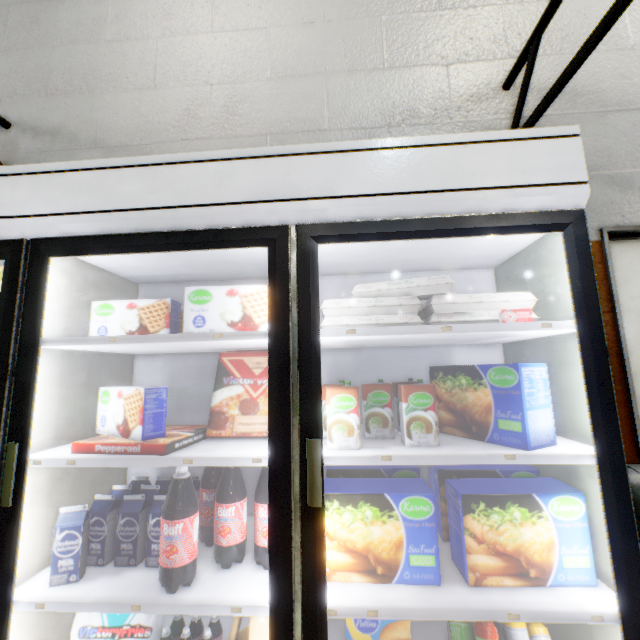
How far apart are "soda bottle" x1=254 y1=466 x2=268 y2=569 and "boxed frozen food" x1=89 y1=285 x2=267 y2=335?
0.5m

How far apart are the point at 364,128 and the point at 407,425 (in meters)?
2.01

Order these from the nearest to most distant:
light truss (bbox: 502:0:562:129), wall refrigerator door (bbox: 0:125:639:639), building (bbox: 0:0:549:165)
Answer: wall refrigerator door (bbox: 0:125:639:639)
light truss (bbox: 502:0:562:129)
building (bbox: 0:0:549:165)

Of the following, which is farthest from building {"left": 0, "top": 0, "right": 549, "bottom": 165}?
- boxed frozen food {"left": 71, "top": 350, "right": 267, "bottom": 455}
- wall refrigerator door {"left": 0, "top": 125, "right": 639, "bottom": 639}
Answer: boxed frozen food {"left": 71, "top": 350, "right": 267, "bottom": 455}

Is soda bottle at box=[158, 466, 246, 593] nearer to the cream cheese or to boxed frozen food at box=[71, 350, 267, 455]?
boxed frozen food at box=[71, 350, 267, 455]

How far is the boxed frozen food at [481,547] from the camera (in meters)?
1.08

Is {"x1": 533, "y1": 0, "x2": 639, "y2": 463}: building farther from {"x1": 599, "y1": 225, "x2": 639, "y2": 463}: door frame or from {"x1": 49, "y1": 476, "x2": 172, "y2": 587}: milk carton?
{"x1": 49, "y1": 476, "x2": 172, "y2": 587}: milk carton

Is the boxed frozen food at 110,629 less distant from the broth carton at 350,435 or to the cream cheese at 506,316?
the broth carton at 350,435
